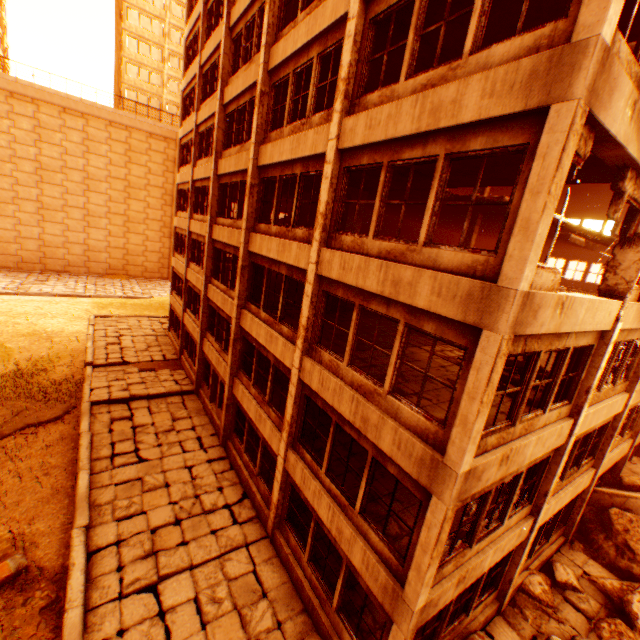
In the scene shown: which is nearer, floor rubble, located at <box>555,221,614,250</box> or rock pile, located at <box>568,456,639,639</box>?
rock pile, located at <box>568,456,639,639</box>

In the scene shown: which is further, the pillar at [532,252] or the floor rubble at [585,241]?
the floor rubble at [585,241]

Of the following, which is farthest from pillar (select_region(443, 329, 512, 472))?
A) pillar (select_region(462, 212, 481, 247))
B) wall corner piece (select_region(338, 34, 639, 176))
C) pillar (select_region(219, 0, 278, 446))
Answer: pillar (select_region(219, 0, 278, 446))

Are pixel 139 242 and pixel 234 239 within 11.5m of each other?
no

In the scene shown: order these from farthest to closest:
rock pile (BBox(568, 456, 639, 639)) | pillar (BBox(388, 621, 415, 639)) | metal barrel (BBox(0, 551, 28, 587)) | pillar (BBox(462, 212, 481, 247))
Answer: pillar (BBox(462, 212, 481, 247)) < rock pile (BBox(568, 456, 639, 639)) < metal barrel (BBox(0, 551, 28, 587)) < pillar (BBox(388, 621, 415, 639))

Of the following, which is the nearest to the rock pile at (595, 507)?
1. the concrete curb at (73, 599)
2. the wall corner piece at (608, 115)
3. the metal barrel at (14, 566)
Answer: the concrete curb at (73, 599)

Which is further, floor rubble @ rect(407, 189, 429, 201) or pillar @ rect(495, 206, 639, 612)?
floor rubble @ rect(407, 189, 429, 201)

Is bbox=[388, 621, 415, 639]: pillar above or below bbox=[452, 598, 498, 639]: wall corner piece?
above
